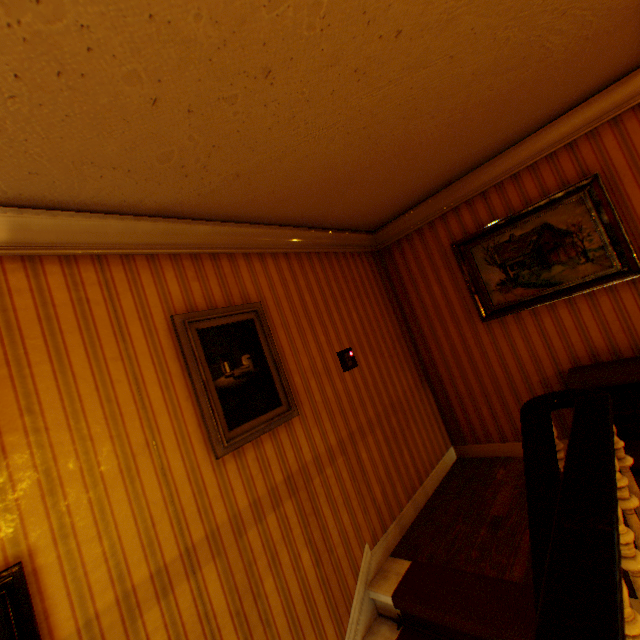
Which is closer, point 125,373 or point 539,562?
point 539,562

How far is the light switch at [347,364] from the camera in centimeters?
326cm

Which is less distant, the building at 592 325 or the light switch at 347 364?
the building at 592 325

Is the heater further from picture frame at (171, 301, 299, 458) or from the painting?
picture frame at (171, 301, 299, 458)

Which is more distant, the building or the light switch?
the light switch

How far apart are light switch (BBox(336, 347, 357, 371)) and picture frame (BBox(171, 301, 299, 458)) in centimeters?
75cm

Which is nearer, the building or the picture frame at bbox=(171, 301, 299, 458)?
the building

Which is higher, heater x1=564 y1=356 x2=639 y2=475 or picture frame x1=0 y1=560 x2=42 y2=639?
picture frame x1=0 y1=560 x2=42 y2=639
